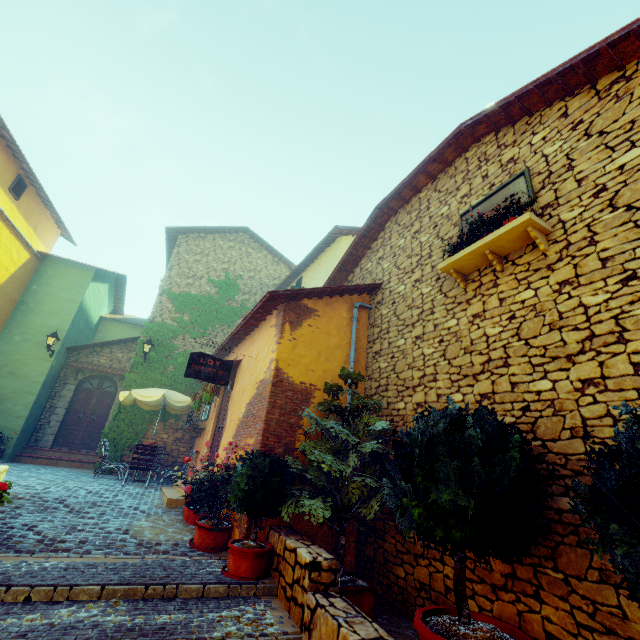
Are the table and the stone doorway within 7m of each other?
yes

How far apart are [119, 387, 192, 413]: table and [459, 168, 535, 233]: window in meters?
9.1 m

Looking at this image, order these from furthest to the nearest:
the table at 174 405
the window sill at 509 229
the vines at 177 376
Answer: the vines at 177 376, the table at 174 405, the window sill at 509 229

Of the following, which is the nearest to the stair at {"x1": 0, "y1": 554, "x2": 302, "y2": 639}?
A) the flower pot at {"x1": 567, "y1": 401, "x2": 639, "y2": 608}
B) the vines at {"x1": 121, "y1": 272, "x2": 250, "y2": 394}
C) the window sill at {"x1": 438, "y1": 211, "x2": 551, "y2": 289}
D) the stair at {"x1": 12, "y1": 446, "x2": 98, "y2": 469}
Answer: the flower pot at {"x1": 567, "y1": 401, "x2": 639, "y2": 608}

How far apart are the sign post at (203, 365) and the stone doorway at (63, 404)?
8.9m

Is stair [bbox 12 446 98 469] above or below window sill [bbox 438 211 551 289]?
below

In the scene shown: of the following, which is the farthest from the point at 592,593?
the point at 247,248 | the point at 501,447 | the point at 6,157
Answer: the point at 6,157

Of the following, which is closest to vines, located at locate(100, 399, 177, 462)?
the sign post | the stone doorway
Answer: the stone doorway
